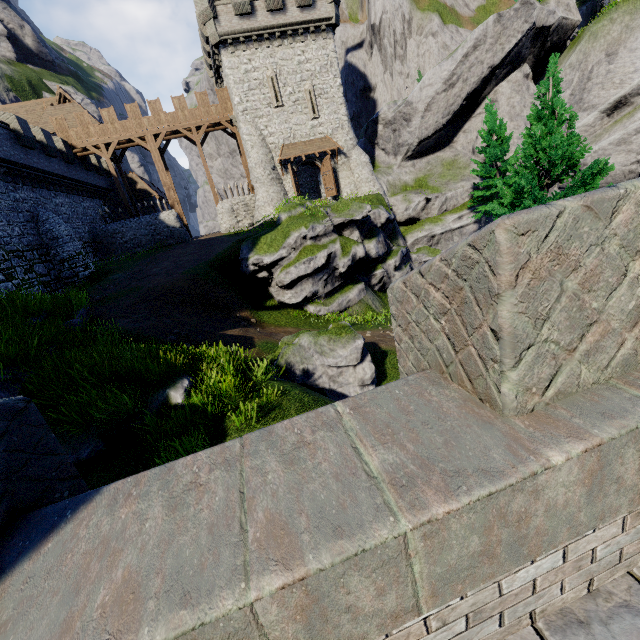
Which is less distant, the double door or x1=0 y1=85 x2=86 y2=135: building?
the double door

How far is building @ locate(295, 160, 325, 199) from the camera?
31.8 meters

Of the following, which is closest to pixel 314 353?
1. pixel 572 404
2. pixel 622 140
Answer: pixel 572 404

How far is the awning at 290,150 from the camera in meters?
28.9

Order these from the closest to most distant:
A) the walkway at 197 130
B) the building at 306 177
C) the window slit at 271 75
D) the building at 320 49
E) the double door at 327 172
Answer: the building at 320 49 → the window slit at 271 75 → the walkway at 197 130 → the double door at 327 172 → the building at 306 177

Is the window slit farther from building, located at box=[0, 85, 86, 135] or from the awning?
building, located at box=[0, 85, 86, 135]

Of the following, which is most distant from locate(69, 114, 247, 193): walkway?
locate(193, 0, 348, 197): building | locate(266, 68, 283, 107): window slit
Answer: locate(266, 68, 283, 107): window slit
